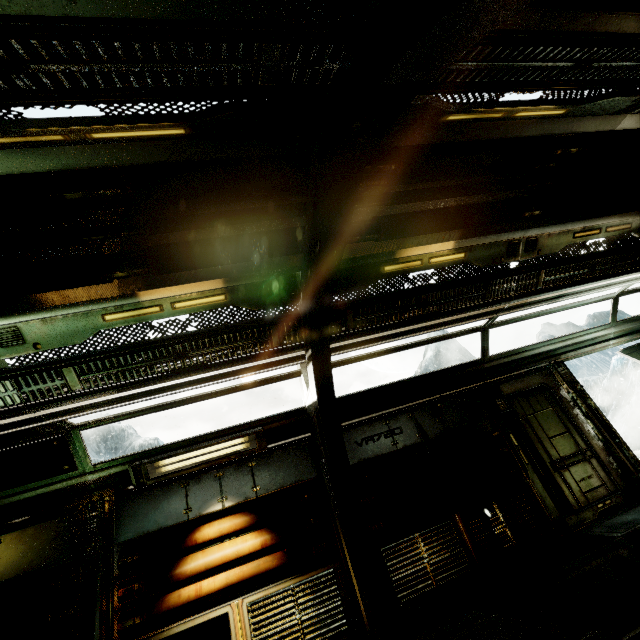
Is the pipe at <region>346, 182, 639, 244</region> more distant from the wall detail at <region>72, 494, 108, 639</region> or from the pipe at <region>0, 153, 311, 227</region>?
the wall detail at <region>72, 494, 108, 639</region>

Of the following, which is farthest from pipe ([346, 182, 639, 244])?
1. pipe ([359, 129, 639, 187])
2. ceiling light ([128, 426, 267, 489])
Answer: ceiling light ([128, 426, 267, 489])

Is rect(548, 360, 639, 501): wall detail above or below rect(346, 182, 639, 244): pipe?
below

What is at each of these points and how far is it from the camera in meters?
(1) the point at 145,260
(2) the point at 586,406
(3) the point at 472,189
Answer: (1) pipe, 3.2 m
(2) wall detail, 6.5 m
(3) pipe, 3.9 m

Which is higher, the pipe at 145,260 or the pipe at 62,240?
the pipe at 62,240

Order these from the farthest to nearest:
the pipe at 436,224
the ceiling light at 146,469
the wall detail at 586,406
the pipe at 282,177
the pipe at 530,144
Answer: the wall detail at 586,406 < the ceiling light at 146,469 < the pipe at 436,224 < the pipe at 530,144 < the pipe at 282,177

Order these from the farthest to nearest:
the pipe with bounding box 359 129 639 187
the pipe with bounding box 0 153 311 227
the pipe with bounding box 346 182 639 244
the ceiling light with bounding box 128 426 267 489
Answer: the ceiling light with bounding box 128 426 267 489 < the pipe with bounding box 346 182 639 244 < the pipe with bounding box 359 129 639 187 < the pipe with bounding box 0 153 311 227

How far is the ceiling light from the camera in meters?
4.9 m
